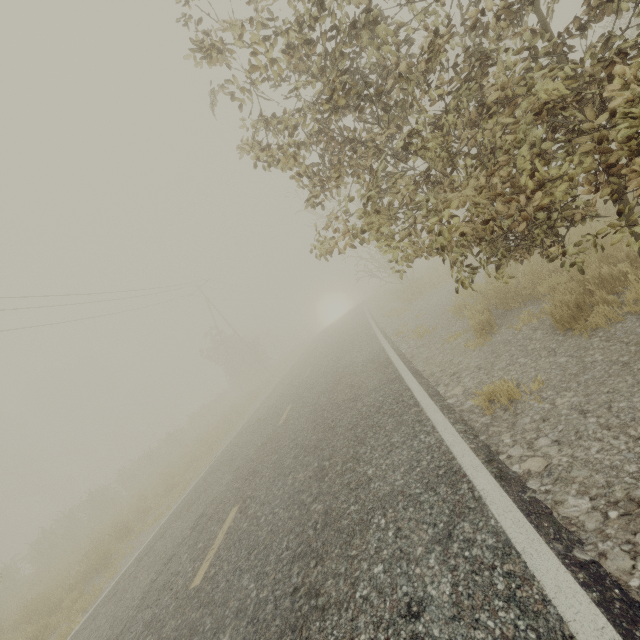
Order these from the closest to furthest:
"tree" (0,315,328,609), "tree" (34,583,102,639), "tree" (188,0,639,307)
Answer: "tree" (188,0,639,307), "tree" (34,583,102,639), "tree" (0,315,328,609)

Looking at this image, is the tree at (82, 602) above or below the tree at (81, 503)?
below

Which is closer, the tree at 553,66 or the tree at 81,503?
the tree at 553,66

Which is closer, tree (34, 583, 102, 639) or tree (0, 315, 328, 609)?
tree (34, 583, 102, 639)

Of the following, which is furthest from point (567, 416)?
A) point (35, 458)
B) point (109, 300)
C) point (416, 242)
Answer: point (35, 458)

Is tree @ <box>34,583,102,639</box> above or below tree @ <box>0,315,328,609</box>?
below
